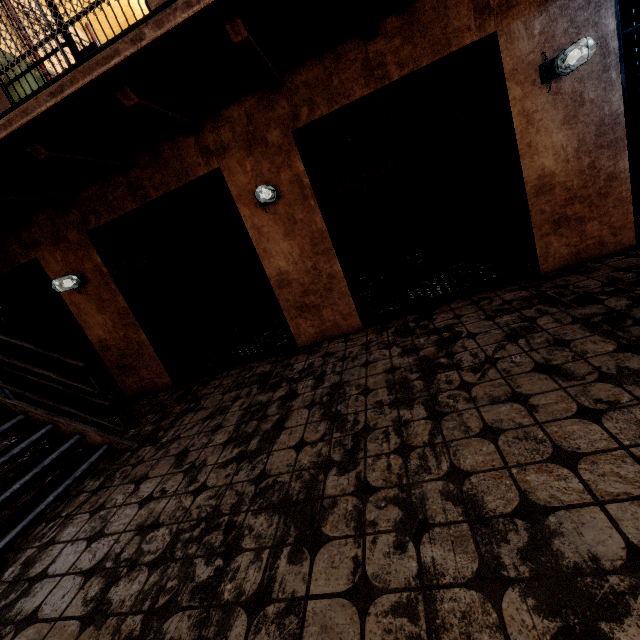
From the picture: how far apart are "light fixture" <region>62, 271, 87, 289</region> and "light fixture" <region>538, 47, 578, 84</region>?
5.7 meters

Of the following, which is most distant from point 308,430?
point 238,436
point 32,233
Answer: point 32,233

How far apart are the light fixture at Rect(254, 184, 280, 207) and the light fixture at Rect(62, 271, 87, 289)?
2.7 meters

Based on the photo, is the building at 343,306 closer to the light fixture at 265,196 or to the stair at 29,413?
the light fixture at 265,196

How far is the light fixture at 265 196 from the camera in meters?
3.5

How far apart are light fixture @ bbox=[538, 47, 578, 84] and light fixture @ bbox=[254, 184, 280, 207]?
2.7 meters

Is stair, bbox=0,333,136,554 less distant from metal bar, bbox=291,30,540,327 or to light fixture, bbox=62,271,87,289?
light fixture, bbox=62,271,87,289

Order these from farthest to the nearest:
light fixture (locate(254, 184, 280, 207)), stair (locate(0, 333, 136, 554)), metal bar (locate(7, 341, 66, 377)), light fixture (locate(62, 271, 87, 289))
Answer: metal bar (locate(7, 341, 66, 377)) < light fixture (locate(62, 271, 87, 289)) < light fixture (locate(254, 184, 280, 207)) < stair (locate(0, 333, 136, 554))
